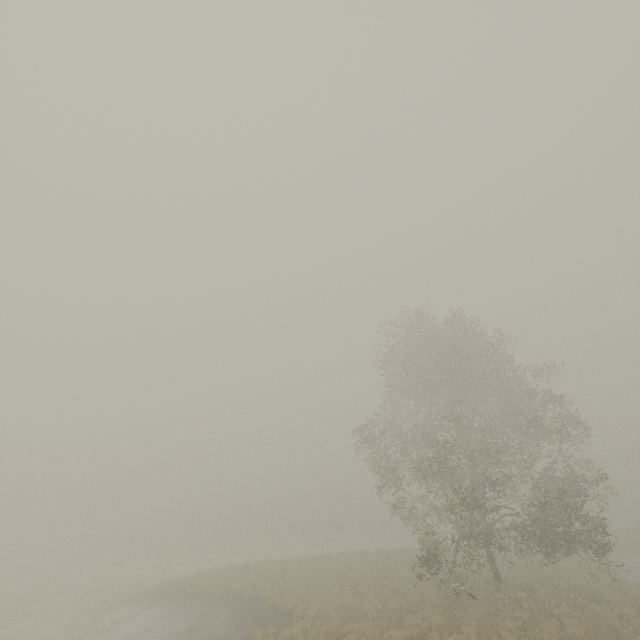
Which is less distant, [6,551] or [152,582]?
[152,582]
